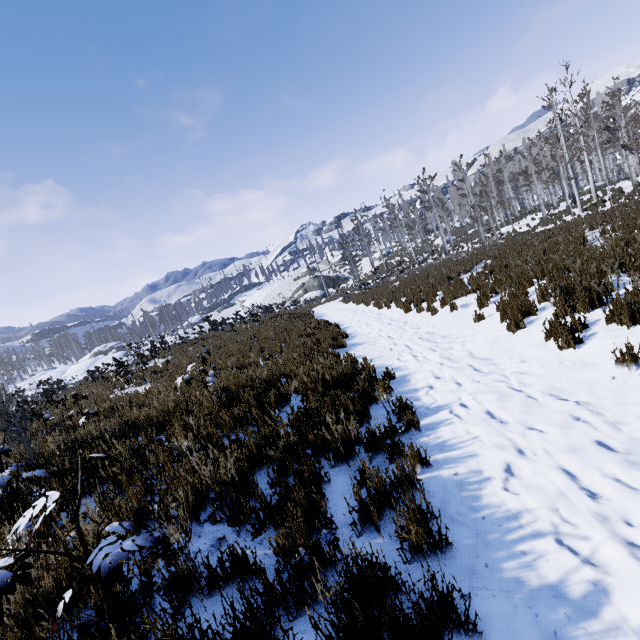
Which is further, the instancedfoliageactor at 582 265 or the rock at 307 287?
the rock at 307 287

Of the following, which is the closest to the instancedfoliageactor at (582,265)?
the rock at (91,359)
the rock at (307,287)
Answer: the rock at (307,287)

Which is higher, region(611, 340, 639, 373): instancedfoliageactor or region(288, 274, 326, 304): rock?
region(288, 274, 326, 304): rock

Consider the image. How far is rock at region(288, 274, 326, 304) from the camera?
47.1 meters

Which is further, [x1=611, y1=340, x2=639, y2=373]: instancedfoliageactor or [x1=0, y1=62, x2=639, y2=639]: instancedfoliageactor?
[x1=611, y1=340, x2=639, y2=373]: instancedfoliageactor

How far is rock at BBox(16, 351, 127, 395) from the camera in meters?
52.6 m

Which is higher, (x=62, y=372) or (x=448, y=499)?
(x=62, y=372)
